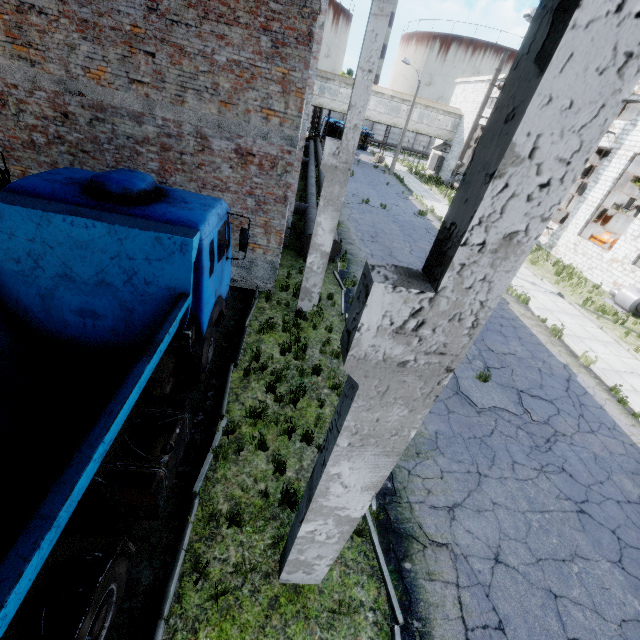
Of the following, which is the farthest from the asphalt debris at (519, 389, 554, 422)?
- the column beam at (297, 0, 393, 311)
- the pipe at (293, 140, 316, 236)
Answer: the pipe at (293, 140, 316, 236)

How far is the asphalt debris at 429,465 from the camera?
6.0m

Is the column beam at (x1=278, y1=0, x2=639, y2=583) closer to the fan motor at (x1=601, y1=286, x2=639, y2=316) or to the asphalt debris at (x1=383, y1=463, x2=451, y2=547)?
the asphalt debris at (x1=383, y1=463, x2=451, y2=547)

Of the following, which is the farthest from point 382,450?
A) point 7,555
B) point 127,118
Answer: point 127,118

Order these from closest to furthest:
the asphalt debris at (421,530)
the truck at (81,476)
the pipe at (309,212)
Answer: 1. the truck at (81,476)
2. the asphalt debris at (421,530)
3. the pipe at (309,212)

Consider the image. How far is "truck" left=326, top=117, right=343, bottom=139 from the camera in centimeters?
4669cm

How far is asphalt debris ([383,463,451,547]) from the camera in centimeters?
538cm

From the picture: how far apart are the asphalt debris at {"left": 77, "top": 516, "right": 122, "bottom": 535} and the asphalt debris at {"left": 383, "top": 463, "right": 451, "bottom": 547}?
3.7m
